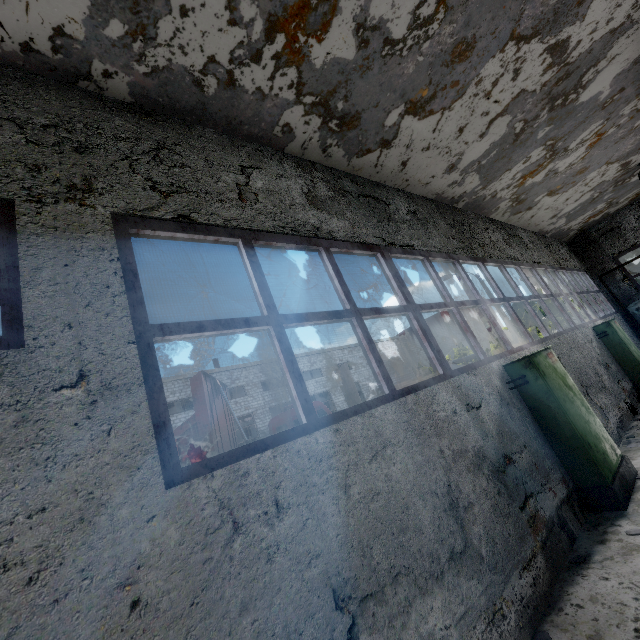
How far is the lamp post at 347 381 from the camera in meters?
10.9 m

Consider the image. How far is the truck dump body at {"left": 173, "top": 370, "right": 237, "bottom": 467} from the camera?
9.2 meters

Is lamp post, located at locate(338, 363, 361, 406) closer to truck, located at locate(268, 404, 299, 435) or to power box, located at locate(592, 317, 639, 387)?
truck, located at locate(268, 404, 299, 435)

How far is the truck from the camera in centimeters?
950cm

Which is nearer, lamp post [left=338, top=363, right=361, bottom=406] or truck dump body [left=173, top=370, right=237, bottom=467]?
truck dump body [left=173, top=370, right=237, bottom=467]

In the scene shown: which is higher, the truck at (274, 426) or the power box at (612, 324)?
the truck at (274, 426)

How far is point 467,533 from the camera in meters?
3.4
